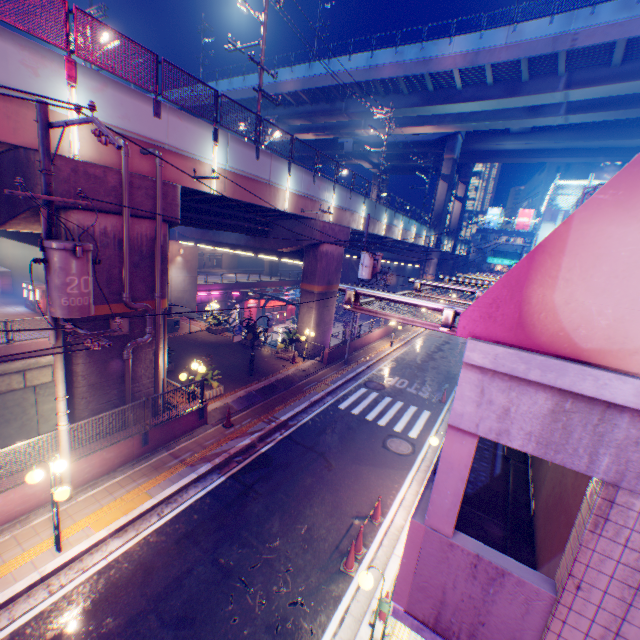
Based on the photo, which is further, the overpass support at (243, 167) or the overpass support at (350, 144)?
the overpass support at (350, 144)

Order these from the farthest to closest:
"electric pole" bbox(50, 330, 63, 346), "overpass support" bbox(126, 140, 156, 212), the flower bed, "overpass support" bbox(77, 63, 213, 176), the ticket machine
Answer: the ticket machine < the flower bed < "overpass support" bbox(126, 140, 156, 212) < "overpass support" bbox(77, 63, 213, 176) < "electric pole" bbox(50, 330, 63, 346)

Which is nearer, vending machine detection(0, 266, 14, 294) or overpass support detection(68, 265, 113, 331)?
overpass support detection(68, 265, 113, 331)

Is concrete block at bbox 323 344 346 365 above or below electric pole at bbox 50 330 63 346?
below

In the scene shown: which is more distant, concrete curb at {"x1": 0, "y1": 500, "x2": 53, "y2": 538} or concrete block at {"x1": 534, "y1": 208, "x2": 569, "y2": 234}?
concrete block at {"x1": 534, "y1": 208, "x2": 569, "y2": 234}

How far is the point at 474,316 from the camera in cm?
252

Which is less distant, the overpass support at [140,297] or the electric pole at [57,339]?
the electric pole at [57,339]

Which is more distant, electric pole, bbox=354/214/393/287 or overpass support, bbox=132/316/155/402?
electric pole, bbox=354/214/393/287
